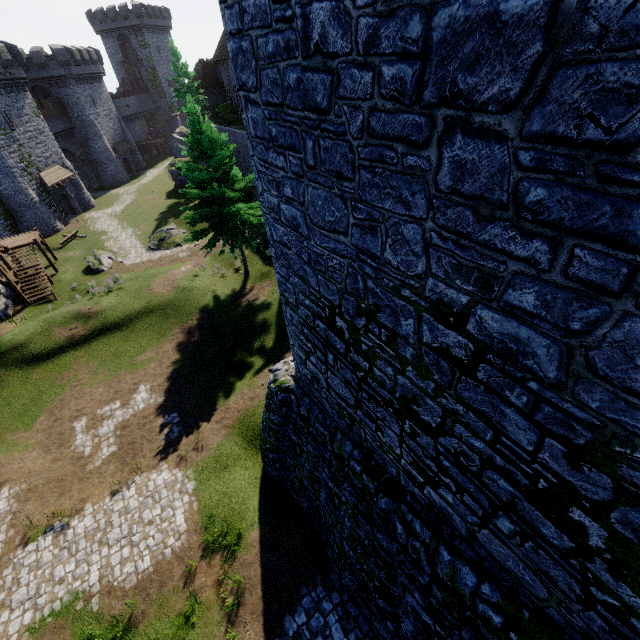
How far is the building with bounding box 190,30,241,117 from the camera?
38.06m

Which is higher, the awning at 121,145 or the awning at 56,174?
the awning at 56,174

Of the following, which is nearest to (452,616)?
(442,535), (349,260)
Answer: (442,535)

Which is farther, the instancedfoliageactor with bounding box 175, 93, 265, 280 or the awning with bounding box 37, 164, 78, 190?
the awning with bounding box 37, 164, 78, 190

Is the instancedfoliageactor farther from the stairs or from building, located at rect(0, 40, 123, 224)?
building, located at rect(0, 40, 123, 224)

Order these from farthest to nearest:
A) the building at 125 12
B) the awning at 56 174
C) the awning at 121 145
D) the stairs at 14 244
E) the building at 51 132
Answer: the building at 125 12
the awning at 121 145
the awning at 56 174
the building at 51 132
the stairs at 14 244

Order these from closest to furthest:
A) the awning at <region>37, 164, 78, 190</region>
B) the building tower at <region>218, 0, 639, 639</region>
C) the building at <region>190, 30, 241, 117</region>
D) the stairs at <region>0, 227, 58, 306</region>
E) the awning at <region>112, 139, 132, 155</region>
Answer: the building tower at <region>218, 0, 639, 639</region>
the stairs at <region>0, 227, 58, 306</region>
the awning at <region>37, 164, 78, 190</region>
the building at <region>190, 30, 241, 117</region>
the awning at <region>112, 139, 132, 155</region>

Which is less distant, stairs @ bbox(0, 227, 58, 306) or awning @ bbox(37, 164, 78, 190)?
stairs @ bbox(0, 227, 58, 306)
